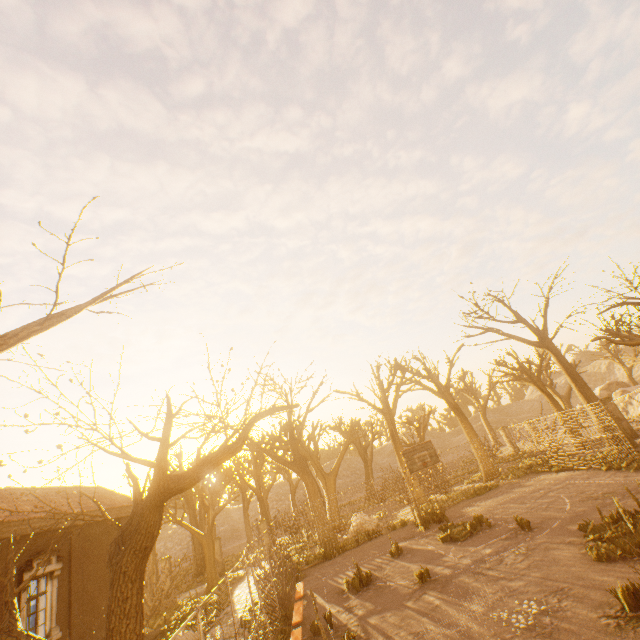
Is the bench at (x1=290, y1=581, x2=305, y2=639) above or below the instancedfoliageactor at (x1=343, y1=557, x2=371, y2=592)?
above

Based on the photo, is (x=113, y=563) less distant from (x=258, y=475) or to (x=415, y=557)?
(x=415, y=557)

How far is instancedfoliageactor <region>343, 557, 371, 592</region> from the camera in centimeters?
1207cm

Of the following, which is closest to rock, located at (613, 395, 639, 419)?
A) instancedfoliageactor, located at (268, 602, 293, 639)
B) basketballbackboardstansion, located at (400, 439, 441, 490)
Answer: basketballbackboardstansion, located at (400, 439, 441, 490)

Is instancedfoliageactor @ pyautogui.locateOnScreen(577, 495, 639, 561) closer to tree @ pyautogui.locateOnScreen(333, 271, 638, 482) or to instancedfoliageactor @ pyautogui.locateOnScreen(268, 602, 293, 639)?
tree @ pyautogui.locateOnScreen(333, 271, 638, 482)

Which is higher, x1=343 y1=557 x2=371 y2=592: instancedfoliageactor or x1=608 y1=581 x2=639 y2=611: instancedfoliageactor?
x1=343 y1=557 x2=371 y2=592: instancedfoliageactor

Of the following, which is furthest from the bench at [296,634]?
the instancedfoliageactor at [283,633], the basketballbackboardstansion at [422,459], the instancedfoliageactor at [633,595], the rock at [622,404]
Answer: the rock at [622,404]

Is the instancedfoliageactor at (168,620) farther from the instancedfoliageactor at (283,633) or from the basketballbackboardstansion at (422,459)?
the basketballbackboardstansion at (422,459)
